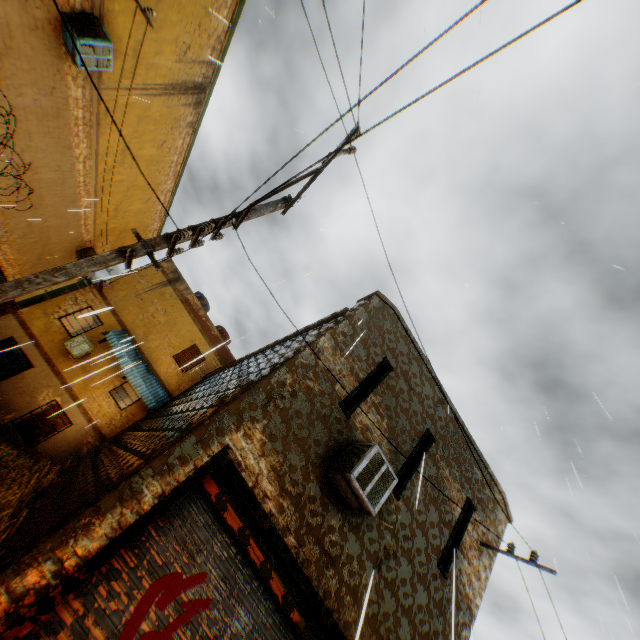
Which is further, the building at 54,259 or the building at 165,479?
the building at 54,259

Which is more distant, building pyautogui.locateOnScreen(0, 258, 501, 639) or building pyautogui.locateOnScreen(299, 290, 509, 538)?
building pyautogui.locateOnScreen(299, 290, 509, 538)

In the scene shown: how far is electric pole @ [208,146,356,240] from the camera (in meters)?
5.52

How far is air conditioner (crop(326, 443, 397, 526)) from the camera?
5.31m

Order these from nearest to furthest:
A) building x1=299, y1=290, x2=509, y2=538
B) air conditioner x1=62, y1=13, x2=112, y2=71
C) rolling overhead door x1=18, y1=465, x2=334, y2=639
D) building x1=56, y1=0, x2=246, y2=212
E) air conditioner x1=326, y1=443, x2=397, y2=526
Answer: rolling overhead door x1=18, y1=465, x2=334, y2=639 → air conditioner x1=326, y1=443, x2=397, y2=526 → building x1=299, y1=290, x2=509, y2=538 → air conditioner x1=62, y1=13, x2=112, y2=71 → building x1=56, y1=0, x2=246, y2=212

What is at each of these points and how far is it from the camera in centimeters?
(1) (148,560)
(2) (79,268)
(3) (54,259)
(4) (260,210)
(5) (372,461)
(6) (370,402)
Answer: (1) rolling overhead door, 431cm
(2) electric pole, 431cm
(3) building, 1720cm
(4) electric pole, 621cm
(5) air conditioner, 557cm
(6) building, 687cm

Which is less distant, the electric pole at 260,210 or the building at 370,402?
the electric pole at 260,210

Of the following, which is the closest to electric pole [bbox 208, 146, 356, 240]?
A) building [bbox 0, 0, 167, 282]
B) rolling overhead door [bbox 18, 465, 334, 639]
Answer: building [bbox 0, 0, 167, 282]
